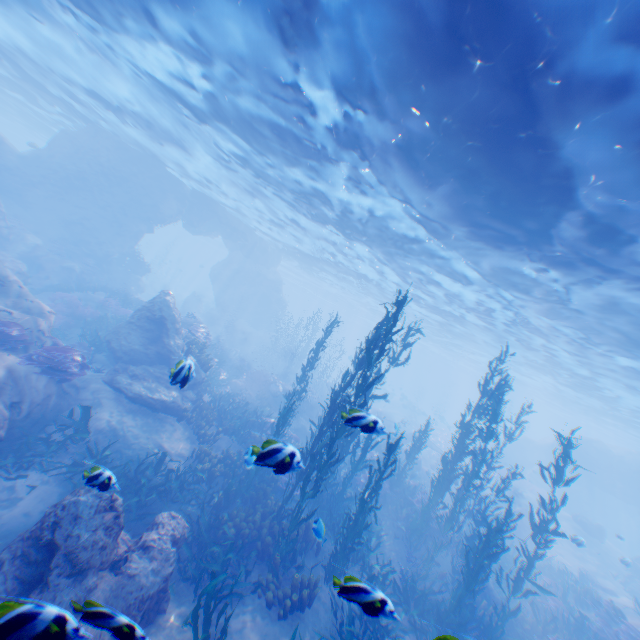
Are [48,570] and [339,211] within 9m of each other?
no

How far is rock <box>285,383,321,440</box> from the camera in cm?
2062

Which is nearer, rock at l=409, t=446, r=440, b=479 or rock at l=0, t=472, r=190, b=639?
rock at l=0, t=472, r=190, b=639

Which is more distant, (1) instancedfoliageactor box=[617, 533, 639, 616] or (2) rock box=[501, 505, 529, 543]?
(2) rock box=[501, 505, 529, 543]

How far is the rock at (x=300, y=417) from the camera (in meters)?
20.62

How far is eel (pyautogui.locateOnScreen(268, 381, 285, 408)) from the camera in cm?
2035

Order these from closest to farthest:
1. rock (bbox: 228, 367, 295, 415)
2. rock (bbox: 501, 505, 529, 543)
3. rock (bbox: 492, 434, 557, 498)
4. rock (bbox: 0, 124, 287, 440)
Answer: rock (bbox: 0, 124, 287, 440), rock (bbox: 501, 505, 529, 543), rock (bbox: 228, 367, 295, 415), rock (bbox: 492, 434, 557, 498)
